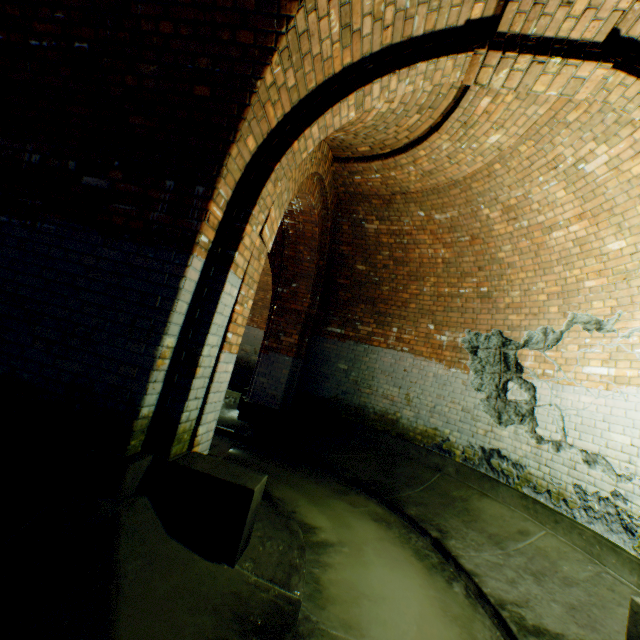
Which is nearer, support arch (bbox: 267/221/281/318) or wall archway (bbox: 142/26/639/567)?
wall archway (bbox: 142/26/639/567)

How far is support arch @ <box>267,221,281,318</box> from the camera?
7.14m

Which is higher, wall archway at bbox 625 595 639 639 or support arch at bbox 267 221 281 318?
support arch at bbox 267 221 281 318

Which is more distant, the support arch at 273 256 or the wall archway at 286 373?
the support arch at 273 256

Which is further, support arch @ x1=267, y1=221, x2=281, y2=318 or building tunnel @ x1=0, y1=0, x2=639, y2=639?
support arch @ x1=267, y1=221, x2=281, y2=318

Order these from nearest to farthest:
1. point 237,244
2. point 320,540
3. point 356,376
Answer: point 237,244 → point 320,540 → point 356,376
